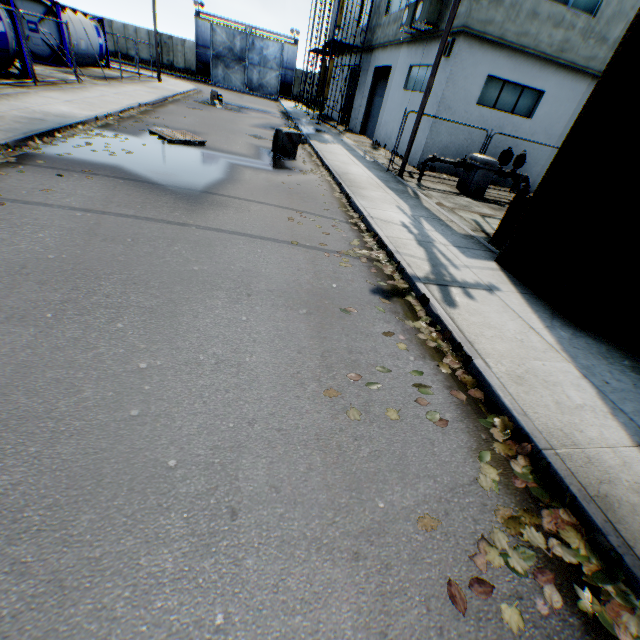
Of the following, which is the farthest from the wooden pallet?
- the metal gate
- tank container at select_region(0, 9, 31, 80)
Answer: the metal gate

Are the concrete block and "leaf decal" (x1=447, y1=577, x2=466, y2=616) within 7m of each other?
no

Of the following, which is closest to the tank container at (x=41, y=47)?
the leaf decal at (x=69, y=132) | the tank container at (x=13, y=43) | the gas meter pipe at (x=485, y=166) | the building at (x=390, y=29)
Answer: the tank container at (x=13, y=43)

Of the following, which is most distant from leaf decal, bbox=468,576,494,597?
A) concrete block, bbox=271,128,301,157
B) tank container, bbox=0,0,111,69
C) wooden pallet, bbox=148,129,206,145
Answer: tank container, bbox=0,0,111,69

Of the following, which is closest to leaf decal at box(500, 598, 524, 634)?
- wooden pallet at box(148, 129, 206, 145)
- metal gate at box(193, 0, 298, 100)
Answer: wooden pallet at box(148, 129, 206, 145)

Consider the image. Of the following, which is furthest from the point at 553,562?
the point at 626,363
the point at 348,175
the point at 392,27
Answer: the point at 392,27

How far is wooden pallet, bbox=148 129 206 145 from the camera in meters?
10.1

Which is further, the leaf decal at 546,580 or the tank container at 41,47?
the tank container at 41,47
